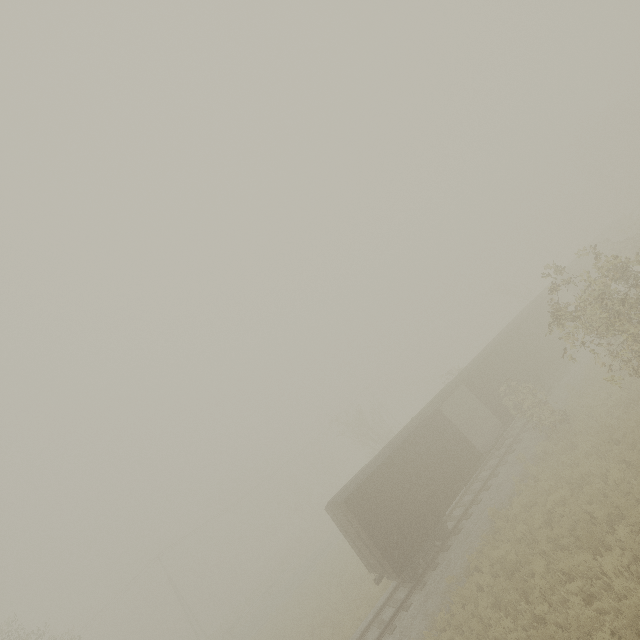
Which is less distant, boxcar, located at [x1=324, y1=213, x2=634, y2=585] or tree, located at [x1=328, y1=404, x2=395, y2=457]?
boxcar, located at [x1=324, y1=213, x2=634, y2=585]

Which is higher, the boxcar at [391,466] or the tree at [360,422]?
the tree at [360,422]

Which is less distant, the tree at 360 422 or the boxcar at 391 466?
the boxcar at 391 466

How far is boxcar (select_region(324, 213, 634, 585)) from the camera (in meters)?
14.74

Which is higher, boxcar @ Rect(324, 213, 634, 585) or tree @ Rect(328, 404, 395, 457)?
tree @ Rect(328, 404, 395, 457)

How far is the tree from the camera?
34.7 meters

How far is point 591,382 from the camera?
19.2m
